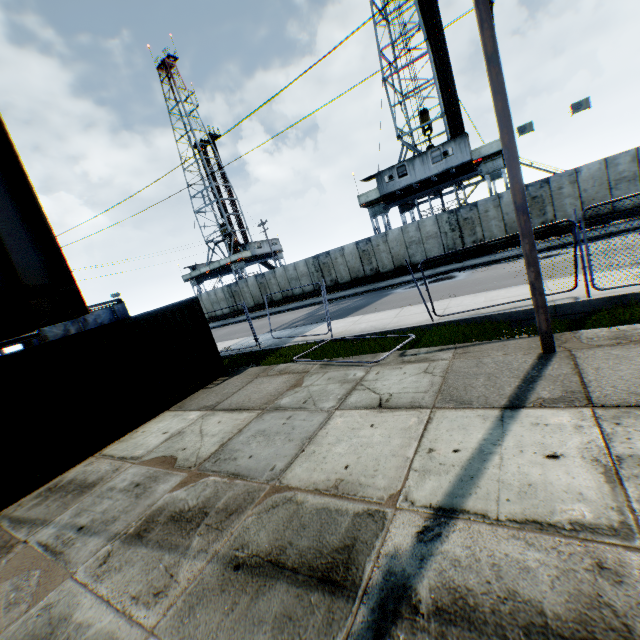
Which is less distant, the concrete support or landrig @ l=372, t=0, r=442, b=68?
the concrete support

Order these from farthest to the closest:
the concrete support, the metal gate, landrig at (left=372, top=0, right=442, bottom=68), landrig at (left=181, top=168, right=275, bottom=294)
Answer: landrig at (left=181, top=168, right=275, bottom=294) < the metal gate < landrig at (left=372, top=0, right=442, bottom=68) < the concrete support

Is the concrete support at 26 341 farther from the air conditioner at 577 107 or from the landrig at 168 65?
the landrig at 168 65

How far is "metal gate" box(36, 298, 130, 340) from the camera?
35.2 meters

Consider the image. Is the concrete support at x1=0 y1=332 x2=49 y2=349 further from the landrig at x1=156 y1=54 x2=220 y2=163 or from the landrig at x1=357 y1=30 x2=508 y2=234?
the landrig at x1=156 y1=54 x2=220 y2=163

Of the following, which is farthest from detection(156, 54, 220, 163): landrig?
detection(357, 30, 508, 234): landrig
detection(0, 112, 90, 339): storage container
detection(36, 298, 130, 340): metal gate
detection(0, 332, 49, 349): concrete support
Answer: detection(0, 112, 90, 339): storage container

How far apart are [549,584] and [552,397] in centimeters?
284cm

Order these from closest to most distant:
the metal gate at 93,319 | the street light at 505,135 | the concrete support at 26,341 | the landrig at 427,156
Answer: the street light at 505,135, the concrete support at 26,341, the landrig at 427,156, the metal gate at 93,319
